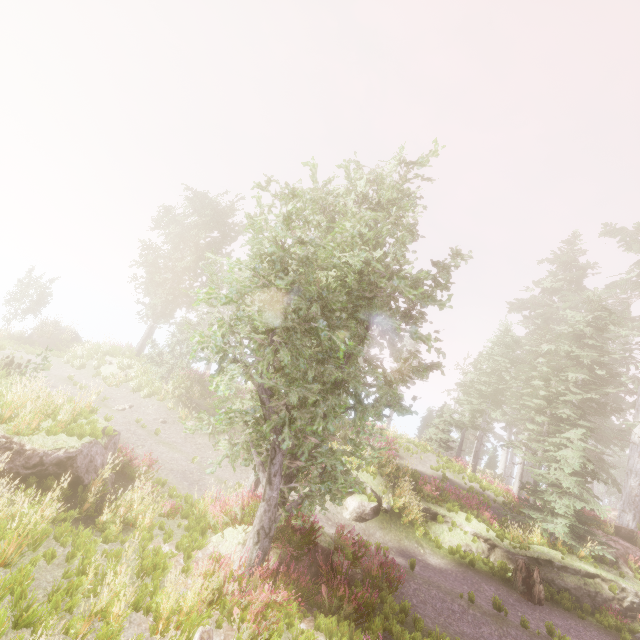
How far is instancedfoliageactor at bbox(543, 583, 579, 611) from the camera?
12.4 meters

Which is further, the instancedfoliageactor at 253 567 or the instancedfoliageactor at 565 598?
the instancedfoliageactor at 565 598

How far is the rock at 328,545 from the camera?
8.52m

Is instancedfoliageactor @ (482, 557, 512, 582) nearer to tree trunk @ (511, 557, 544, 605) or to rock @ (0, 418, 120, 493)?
rock @ (0, 418, 120, 493)

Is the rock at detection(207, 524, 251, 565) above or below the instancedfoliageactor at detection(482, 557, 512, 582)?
below

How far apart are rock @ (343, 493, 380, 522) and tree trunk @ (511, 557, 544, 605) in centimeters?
554cm

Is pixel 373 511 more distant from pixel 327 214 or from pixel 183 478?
pixel 327 214
